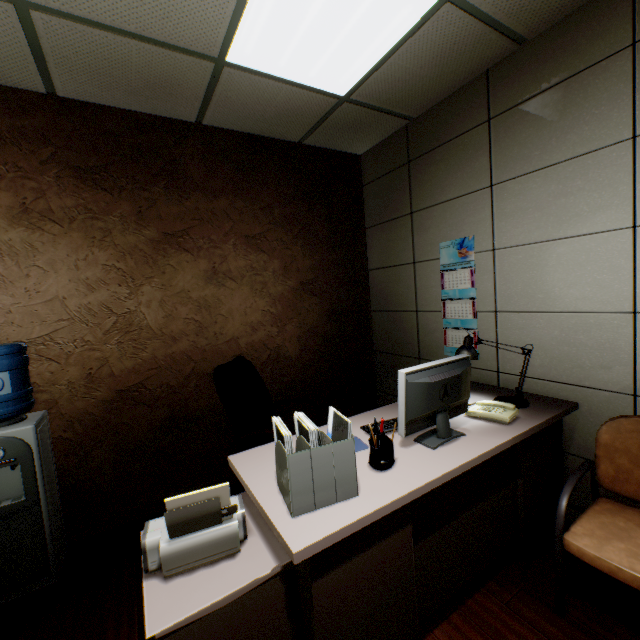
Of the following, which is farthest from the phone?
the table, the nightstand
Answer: the nightstand

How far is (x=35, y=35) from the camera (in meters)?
1.82

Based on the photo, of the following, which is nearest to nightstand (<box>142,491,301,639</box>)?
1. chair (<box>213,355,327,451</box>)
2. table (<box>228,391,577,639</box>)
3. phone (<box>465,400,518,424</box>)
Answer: table (<box>228,391,577,639</box>)

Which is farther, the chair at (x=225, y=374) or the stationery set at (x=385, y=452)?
the chair at (x=225, y=374)

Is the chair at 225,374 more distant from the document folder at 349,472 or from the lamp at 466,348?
the lamp at 466,348

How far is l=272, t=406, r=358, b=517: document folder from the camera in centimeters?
121cm

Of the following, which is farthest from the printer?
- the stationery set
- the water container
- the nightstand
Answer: the water container

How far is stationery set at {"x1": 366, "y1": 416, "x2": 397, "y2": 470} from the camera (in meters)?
1.46
